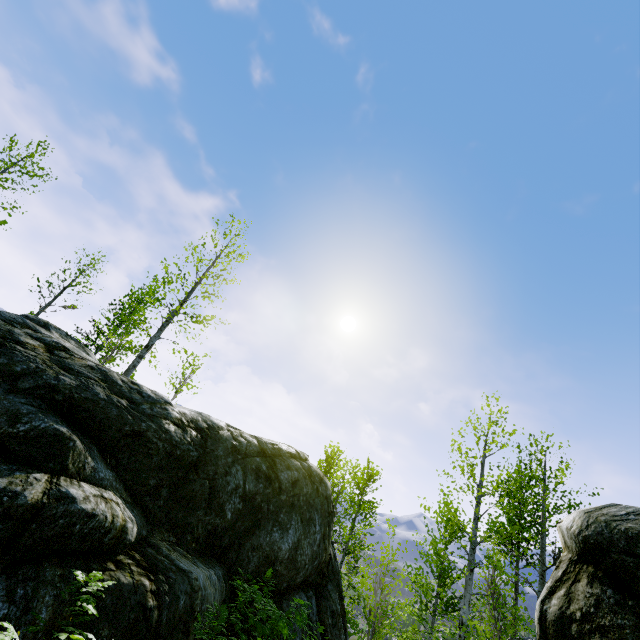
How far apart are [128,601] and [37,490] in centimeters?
177cm

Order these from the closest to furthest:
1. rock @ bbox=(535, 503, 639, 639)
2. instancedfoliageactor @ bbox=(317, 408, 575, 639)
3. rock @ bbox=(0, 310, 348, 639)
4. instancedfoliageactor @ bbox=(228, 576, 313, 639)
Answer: rock @ bbox=(535, 503, 639, 639), rock @ bbox=(0, 310, 348, 639), instancedfoliageactor @ bbox=(228, 576, 313, 639), instancedfoliageactor @ bbox=(317, 408, 575, 639)

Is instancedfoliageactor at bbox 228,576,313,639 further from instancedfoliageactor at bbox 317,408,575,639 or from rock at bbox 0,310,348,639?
instancedfoliageactor at bbox 317,408,575,639

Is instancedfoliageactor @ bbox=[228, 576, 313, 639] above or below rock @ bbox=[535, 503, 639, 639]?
below

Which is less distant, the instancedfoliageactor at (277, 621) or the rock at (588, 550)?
the rock at (588, 550)

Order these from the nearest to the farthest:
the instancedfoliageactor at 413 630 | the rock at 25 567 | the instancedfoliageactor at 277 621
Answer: the rock at 25 567 < the instancedfoliageactor at 277 621 < the instancedfoliageactor at 413 630
